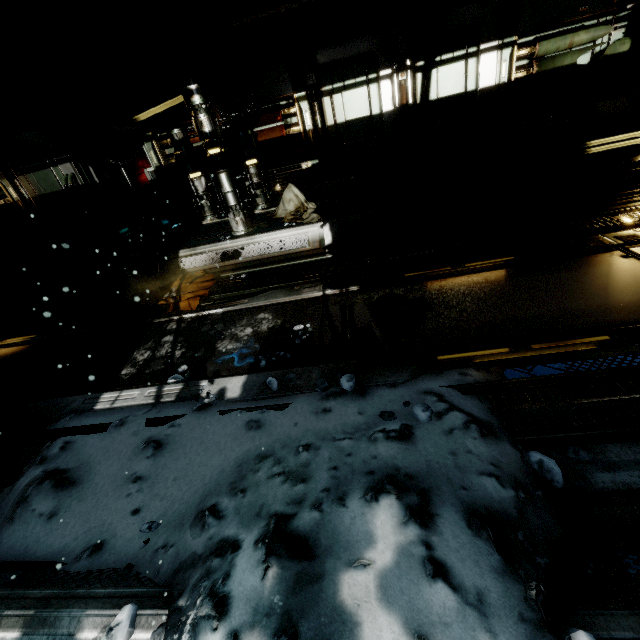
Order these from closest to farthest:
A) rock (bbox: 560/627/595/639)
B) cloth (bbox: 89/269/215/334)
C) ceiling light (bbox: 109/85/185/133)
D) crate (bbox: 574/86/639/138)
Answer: rock (bbox: 560/627/595/639), cloth (bbox: 89/269/215/334), crate (bbox: 574/86/639/138), ceiling light (bbox: 109/85/185/133)

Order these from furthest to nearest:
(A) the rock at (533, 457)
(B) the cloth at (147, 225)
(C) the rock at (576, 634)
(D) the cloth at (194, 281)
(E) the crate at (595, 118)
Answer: (B) the cloth at (147, 225), (E) the crate at (595, 118), (D) the cloth at (194, 281), (A) the rock at (533, 457), (C) the rock at (576, 634)

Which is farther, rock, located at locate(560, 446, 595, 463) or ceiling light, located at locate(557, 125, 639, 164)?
ceiling light, located at locate(557, 125, 639, 164)

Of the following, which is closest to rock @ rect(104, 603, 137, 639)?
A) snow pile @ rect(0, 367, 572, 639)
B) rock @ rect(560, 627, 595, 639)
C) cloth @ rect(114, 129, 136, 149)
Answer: snow pile @ rect(0, 367, 572, 639)

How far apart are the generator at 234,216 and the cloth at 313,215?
Answer: 0.36m

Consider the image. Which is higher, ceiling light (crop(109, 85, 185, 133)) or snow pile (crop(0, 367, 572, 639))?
ceiling light (crop(109, 85, 185, 133))

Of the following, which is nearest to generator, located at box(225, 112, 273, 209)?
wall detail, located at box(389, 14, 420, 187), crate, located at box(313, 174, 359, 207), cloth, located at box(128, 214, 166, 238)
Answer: crate, located at box(313, 174, 359, 207)

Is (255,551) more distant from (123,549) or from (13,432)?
(13,432)
